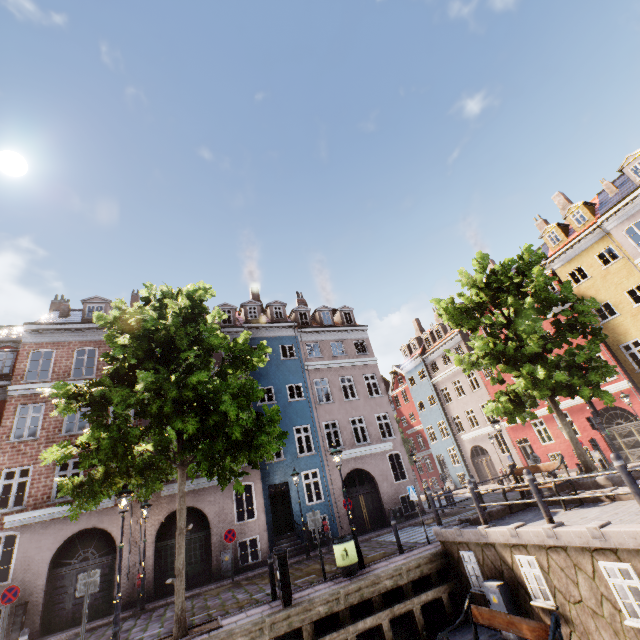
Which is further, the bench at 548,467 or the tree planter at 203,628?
the bench at 548,467

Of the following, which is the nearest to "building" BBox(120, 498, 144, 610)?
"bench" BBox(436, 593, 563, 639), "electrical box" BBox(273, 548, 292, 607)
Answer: "electrical box" BBox(273, 548, 292, 607)

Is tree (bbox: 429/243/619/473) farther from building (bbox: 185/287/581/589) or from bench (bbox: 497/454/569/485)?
building (bbox: 185/287/581/589)

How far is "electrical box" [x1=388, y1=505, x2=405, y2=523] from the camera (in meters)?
18.86

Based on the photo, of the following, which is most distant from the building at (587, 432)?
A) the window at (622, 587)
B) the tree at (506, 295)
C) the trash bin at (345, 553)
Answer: the window at (622, 587)

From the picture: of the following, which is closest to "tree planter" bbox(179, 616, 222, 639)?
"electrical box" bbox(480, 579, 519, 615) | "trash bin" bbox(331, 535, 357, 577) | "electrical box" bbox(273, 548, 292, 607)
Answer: "electrical box" bbox(273, 548, 292, 607)

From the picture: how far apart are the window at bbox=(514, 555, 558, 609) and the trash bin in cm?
470

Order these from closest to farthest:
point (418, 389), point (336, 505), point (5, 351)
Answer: point (5, 351) < point (336, 505) < point (418, 389)
